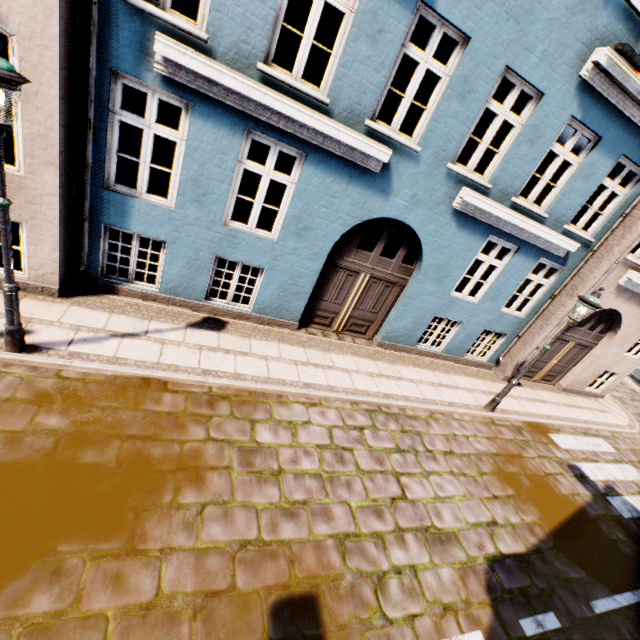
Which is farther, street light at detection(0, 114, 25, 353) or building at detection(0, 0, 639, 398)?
building at detection(0, 0, 639, 398)

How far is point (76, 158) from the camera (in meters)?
5.18

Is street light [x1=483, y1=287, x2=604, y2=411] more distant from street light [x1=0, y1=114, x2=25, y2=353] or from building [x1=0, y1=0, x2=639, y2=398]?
street light [x1=0, y1=114, x2=25, y2=353]

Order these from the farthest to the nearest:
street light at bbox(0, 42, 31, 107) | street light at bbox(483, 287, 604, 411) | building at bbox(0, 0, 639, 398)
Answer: street light at bbox(483, 287, 604, 411), building at bbox(0, 0, 639, 398), street light at bbox(0, 42, 31, 107)

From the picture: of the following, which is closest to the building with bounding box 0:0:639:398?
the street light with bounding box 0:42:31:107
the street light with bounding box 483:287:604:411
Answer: the street light with bounding box 0:42:31:107

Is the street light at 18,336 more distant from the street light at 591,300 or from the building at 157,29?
the street light at 591,300

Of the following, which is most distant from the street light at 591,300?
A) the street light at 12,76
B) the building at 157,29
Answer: the street light at 12,76

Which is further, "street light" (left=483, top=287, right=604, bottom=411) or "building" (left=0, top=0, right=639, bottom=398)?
"street light" (left=483, top=287, right=604, bottom=411)
